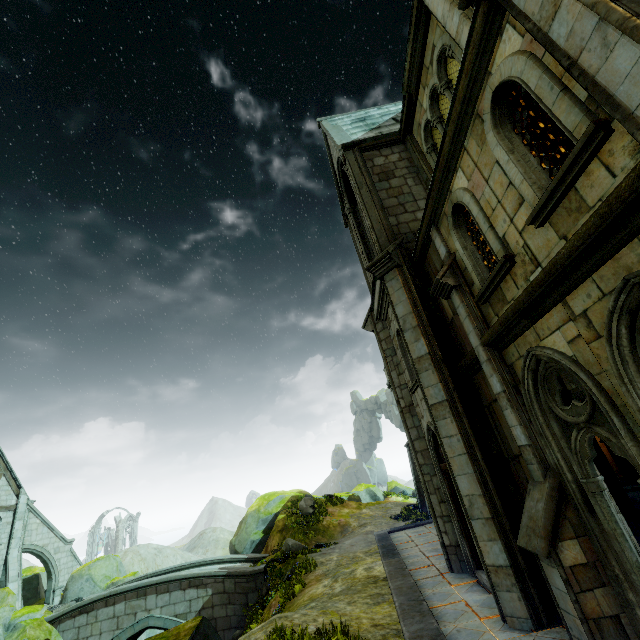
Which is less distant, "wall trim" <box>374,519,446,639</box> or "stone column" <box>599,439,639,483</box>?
"wall trim" <box>374,519,446,639</box>

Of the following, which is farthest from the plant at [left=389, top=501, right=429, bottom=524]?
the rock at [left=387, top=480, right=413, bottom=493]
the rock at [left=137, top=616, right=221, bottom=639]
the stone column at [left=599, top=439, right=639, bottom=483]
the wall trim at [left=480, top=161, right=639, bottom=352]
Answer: the wall trim at [left=480, top=161, right=639, bottom=352]

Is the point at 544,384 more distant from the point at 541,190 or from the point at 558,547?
the point at 541,190

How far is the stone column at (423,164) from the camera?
10.9m

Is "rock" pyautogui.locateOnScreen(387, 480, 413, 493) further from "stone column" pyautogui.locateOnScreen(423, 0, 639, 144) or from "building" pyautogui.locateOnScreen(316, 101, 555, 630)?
"stone column" pyautogui.locateOnScreen(423, 0, 639, 144)

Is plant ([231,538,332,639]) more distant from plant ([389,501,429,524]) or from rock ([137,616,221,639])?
plant ([389,501,429,524])

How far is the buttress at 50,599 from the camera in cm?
2289

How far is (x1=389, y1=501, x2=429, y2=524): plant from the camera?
18.9m
